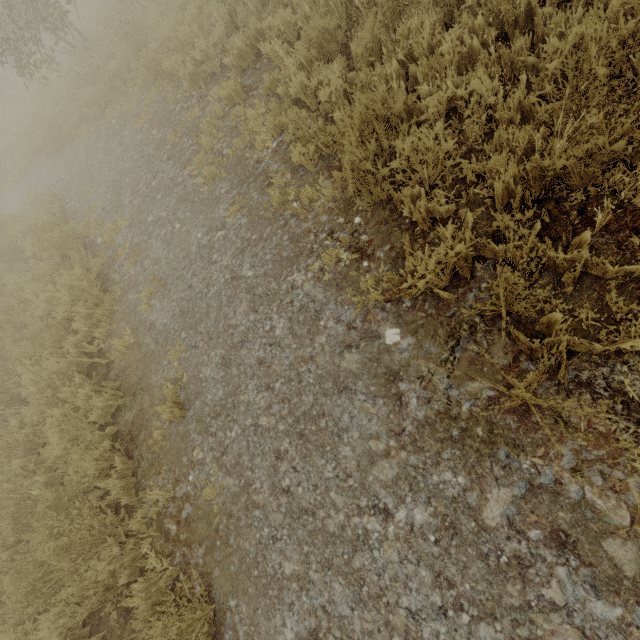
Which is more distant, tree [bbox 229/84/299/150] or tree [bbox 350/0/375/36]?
tree [bbox 229/84/299/150]

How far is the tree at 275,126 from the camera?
4.6 meters

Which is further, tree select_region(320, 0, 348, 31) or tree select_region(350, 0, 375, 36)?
tree select_region(320, 0, 348, 31)

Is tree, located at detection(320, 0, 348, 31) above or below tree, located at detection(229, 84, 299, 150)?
above

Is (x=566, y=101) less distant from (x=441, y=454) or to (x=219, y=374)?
(x=441, y=454)

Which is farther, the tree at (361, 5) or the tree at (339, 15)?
the tree at (339, 15)

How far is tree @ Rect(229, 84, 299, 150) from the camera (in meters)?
4.61
